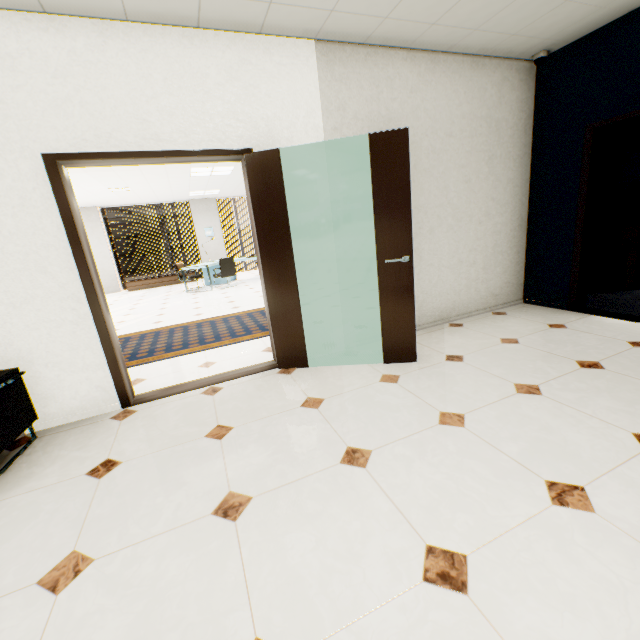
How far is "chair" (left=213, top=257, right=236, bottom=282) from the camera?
9.35m

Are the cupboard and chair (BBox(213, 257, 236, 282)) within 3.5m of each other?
yes

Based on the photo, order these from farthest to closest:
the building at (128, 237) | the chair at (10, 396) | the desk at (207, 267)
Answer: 1. the building at (128, 237)
2. the desk at (207, 267)
3. the chair at (10, 396)

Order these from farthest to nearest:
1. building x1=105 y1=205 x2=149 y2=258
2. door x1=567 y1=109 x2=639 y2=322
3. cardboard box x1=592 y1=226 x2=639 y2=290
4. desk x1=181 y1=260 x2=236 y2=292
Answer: building x1=105 y1=205 x2=149 y2=258, desk x1=181 y1=260 x2=236 y2=292, cardboard box x1=592 y1=226 x2=639 y2=290, door x1=567 y1=109 x2=639 y2=322

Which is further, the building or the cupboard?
the building

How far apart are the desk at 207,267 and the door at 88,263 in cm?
647

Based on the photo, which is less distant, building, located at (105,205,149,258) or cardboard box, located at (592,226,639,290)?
cardboard box, located at (592,226,639,290)

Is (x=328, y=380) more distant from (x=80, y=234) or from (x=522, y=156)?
(x=522, y=156)
